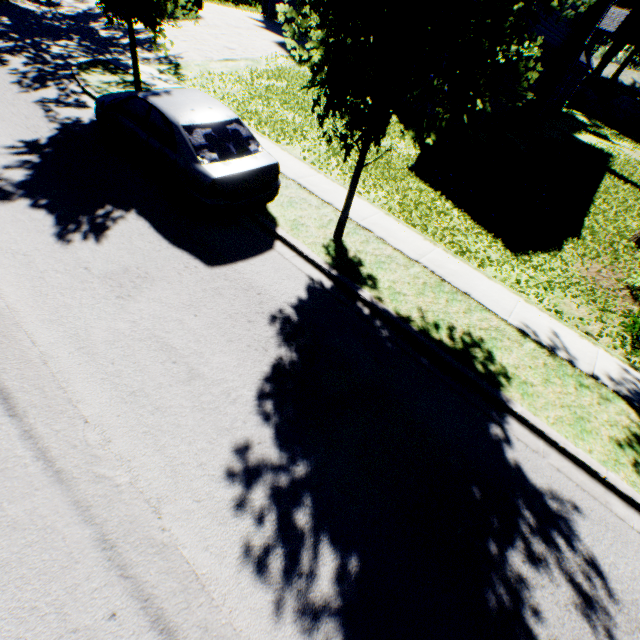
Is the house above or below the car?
above

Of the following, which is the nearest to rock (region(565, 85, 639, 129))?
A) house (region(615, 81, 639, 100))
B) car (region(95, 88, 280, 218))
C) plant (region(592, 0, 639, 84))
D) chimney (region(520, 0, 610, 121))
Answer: plant (region(592, 0, 639, 84))

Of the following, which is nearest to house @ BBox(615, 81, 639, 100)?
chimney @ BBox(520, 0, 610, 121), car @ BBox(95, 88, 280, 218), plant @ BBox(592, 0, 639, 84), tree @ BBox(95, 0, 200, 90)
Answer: plant @ BBox(592, 0, 639, 84)

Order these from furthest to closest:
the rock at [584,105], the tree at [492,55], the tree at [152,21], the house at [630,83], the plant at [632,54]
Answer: the house at [630,83] < the plant at [632,54] < the rock at [584,105] < the tree at [152,21] < the tree at [492,55]

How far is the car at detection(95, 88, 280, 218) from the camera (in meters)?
5.79

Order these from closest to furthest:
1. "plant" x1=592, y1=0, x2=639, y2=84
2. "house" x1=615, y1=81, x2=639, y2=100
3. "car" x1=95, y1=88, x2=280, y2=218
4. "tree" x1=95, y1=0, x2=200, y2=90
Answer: "car" x1=95, y1=88, x2=280, y2=218
"tree" x1=95, y1=0, x2=200, y2=90
"plant" x1=592, y1=0, x2=639, y2=84
"house" x1=615, y1=81, x2=639, y2=100

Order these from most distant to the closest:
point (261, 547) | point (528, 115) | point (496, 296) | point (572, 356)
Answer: point (528, 115)
point (496, 296)
point (572, 356)
point (261, 547)

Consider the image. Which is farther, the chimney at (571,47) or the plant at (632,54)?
the plant at (632,54)
